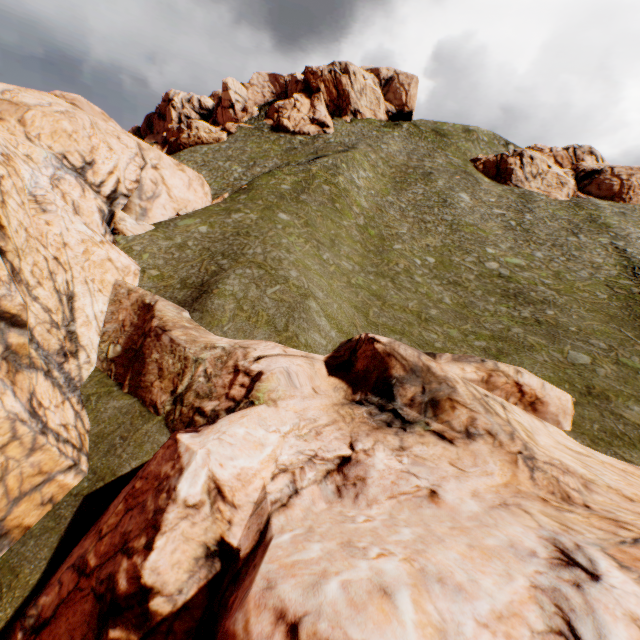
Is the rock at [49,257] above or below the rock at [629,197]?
below

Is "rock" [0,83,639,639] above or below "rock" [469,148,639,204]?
below

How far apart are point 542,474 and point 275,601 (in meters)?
9.03

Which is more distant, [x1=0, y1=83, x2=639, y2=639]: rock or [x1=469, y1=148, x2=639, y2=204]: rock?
[x1=469, y1=148, x2=639, y2=204]: rock

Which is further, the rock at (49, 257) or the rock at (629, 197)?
the rock at (629, 197)
